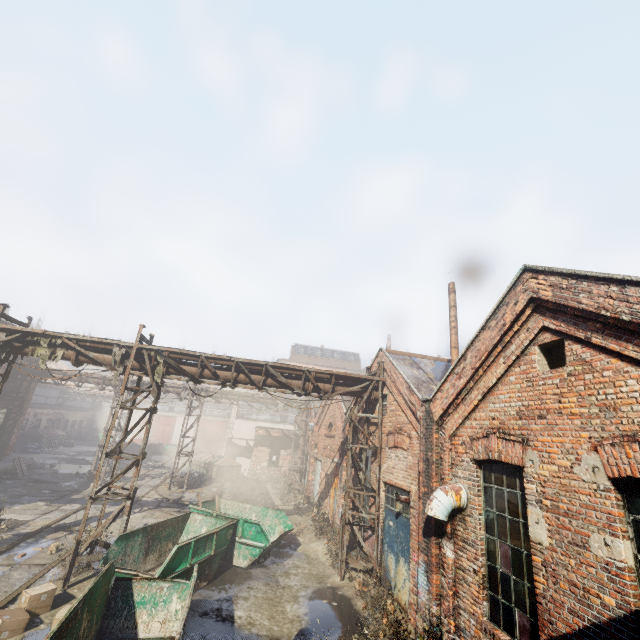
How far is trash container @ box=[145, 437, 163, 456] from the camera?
32.6m

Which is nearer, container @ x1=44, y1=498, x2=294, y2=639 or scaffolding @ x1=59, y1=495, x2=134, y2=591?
container @ x1=44, y1=498, x2=294, y2=639

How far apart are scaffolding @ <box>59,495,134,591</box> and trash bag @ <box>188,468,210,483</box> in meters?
13.8 m

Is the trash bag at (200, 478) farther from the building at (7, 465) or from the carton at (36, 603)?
the carton at (36, 603)

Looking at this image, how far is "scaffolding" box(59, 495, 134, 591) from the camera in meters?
Result: 8.2 m

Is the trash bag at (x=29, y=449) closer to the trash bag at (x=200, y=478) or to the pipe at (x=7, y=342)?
the pipe at (x=7, y=342)

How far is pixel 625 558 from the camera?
3.9m

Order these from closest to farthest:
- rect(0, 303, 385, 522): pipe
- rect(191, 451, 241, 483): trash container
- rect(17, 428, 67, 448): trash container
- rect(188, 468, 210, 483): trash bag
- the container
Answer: the container
rect(0, 303, 385, 522): pipe
rect(188, 468, 210, 483): trash bag
rect(191, 451, 241, 483): trash container
rect(17, 428, 67, 448): trash container
